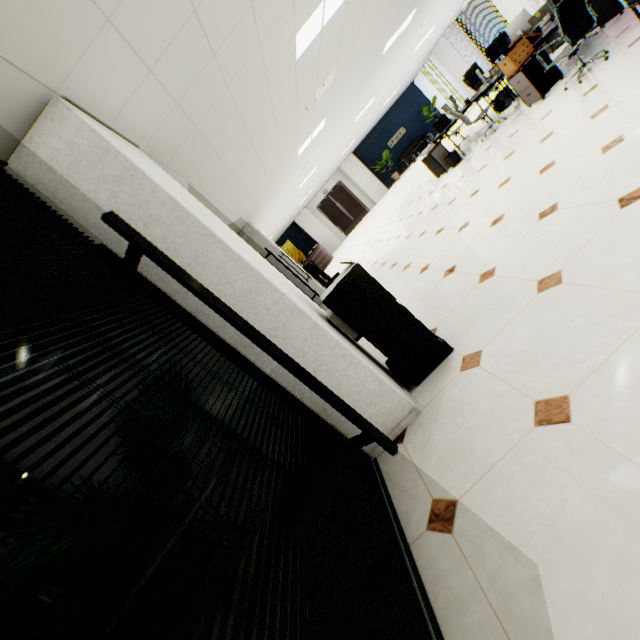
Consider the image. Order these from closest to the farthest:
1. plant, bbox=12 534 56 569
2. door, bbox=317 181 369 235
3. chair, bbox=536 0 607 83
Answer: plant, bbox=12 534 56 569 < chair, bbox=536 0 607 83 < door, bbox=317 181 369 235

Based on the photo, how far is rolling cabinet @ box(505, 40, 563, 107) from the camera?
5.4m

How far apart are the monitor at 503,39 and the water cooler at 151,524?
9.8m

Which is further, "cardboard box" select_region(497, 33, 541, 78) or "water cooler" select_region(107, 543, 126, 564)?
"cardboard box" select_region(497, 33, 541, 78)

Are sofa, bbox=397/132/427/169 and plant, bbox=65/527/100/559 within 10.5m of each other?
no

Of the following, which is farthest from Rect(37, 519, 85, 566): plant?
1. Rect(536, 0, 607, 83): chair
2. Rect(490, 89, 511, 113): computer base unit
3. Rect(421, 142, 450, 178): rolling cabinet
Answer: Rect(490, 89, 511, 113): computer base unit

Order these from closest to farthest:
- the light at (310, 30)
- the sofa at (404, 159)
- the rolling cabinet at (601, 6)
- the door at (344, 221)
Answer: the light at (310, 30)
the rolling cabinet at (601, 6)
the sofa at (404, 159)
the door at (344, 221)

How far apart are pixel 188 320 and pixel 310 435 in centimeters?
137cm
